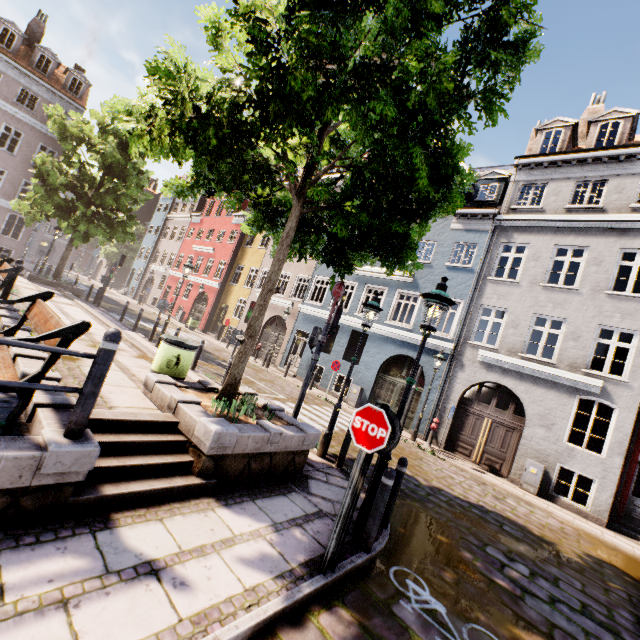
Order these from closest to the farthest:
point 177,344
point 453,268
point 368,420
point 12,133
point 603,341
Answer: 1. point 368,420
2. point 177,344
3. point 603,341
4. point 453,268
5. point 12,133

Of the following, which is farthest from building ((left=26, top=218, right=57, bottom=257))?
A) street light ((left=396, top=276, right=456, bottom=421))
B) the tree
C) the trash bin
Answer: the trash bin

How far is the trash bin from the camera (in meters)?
6.30

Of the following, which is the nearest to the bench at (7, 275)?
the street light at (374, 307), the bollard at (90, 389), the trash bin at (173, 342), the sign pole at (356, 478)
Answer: the trash bin at (173, 342)

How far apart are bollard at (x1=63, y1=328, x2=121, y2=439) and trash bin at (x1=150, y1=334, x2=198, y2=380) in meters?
3.1 m

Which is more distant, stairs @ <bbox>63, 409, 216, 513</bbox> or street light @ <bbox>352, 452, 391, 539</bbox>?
street light @ <bbox>352, 452, 391, 539</bbox>

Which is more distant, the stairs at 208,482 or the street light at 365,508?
the street light at 365,508

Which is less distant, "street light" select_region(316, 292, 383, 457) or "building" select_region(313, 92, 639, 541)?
"street light" select_region(316, 292, 383, 457)
